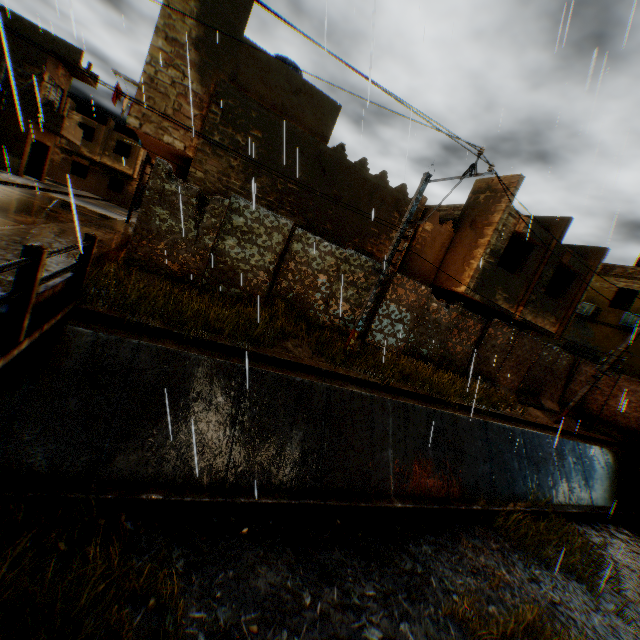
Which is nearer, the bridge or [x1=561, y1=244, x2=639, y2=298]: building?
the bridge

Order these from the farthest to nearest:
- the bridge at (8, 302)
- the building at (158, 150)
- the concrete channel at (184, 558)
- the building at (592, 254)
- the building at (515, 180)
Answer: the building at (592, 254) → the building at (515, 180) → the building at (158, 150) → the concrete channel at (184, 558) → the bridge at (8, 302)

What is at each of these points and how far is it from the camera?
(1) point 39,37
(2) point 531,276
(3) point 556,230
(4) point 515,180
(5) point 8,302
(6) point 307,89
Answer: (1) building, 21.5m
(2) building, 14.6m
(3) building, 14.3m
(4) building, 12.4m
(5) bridge, 4.0m
(6) building, 10.9m

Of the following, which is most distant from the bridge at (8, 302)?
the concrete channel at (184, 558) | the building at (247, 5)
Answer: the building at (247, 5)

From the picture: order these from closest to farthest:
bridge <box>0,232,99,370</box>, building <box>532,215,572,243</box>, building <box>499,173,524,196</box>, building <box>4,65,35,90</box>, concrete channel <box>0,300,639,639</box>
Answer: building <box>4,65,35,90</box> → bridge <box>0,232,99,370</box> → concrete channel <box>0,300,639,639</box> → building <box>499,173,524,196</box> → building <box>532,215,572,243</box>

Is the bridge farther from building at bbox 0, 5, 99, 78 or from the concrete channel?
building at bbox 0, 5, 99, 78
